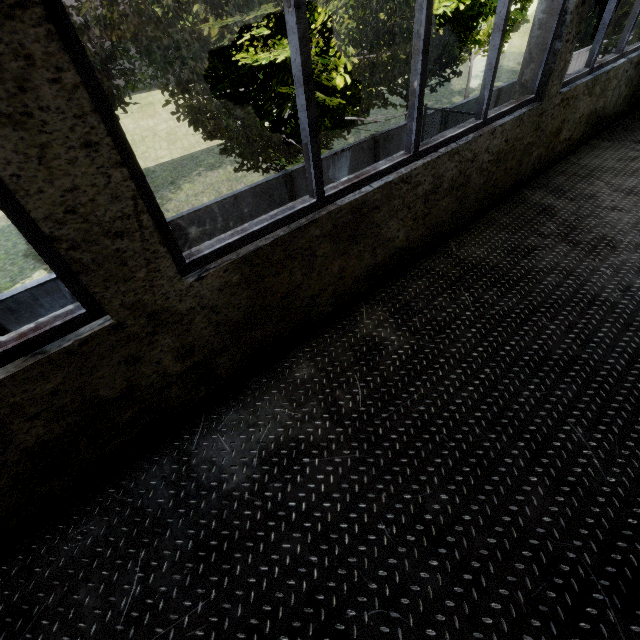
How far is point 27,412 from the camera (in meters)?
1.37
